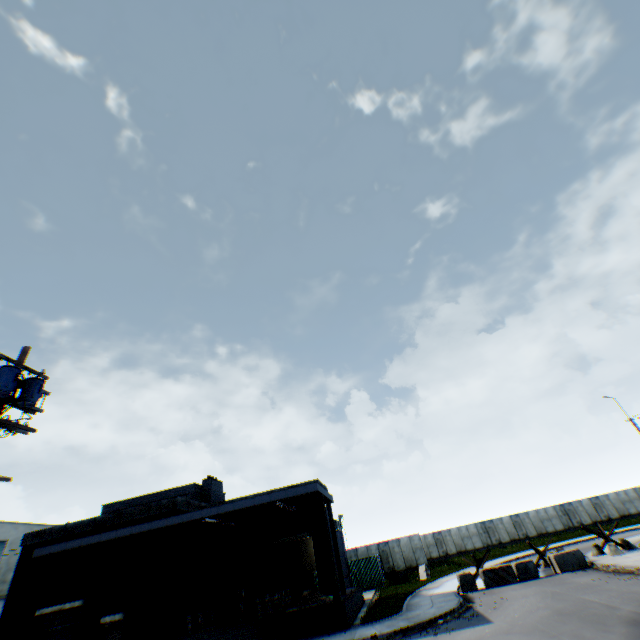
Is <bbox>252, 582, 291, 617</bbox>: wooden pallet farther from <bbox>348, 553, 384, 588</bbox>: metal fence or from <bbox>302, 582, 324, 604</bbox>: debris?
<bbox>348, 553, 384, 588</bbox>: metal fence

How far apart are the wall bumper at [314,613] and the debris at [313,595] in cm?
131

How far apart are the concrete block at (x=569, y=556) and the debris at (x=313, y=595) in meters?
13.4

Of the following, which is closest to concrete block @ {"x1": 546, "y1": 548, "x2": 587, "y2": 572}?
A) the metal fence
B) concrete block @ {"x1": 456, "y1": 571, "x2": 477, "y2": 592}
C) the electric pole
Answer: concrete block @ {"x1": 456, "y1": 571, "x2": 477, "y2": 592}

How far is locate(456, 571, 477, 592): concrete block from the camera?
18.50m

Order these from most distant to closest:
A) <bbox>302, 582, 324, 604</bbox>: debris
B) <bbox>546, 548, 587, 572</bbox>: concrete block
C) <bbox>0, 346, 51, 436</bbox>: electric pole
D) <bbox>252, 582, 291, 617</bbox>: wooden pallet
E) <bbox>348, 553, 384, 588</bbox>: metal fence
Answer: <bbox>348, 553, 384, 588</bbox>: metal fence, <bbox>546, 548, 587, 572</bbox>: concrete block, <bbox>302, 582, 324, 604</bbox>: debris, <bbox>252, 582, 291, 617</bbox>: wooden pallet, <bbox>0, 346, 51, 436</bbox>: electric pole

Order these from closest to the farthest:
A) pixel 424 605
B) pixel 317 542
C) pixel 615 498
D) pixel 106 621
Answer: pixel 424 605 < pixel 106 621 < pixel 317 542 < pixel 615 498

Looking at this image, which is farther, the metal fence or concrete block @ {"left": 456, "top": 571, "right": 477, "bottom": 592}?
the metal fence
